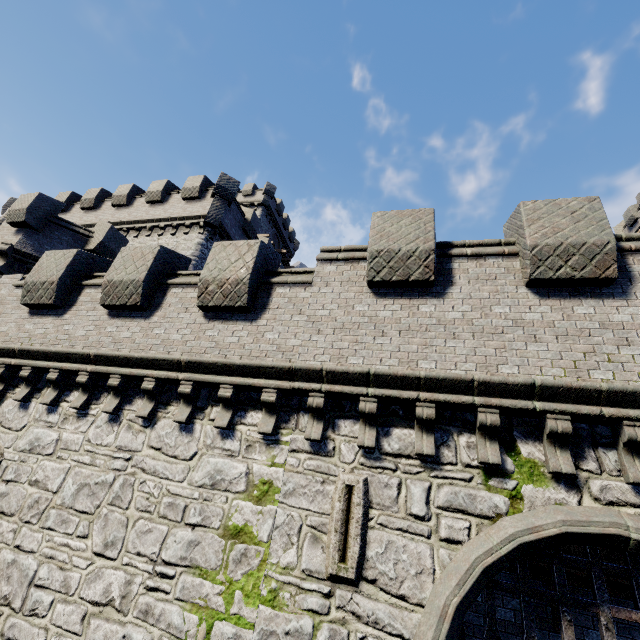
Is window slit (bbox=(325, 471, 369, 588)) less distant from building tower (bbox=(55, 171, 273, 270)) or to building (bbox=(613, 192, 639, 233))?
building tower (bbox=(55, 171, 273, 270))

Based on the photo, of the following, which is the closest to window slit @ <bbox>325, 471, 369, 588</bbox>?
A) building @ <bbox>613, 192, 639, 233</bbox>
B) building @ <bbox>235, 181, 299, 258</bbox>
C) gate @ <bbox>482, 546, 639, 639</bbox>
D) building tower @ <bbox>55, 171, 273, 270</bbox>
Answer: gate @ <bbox>482, 546, 639, 639</bbox>

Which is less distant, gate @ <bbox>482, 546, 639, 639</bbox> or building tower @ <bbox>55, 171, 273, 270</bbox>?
A: gate @ <bbox>482, 546, 639, 639</bbox>

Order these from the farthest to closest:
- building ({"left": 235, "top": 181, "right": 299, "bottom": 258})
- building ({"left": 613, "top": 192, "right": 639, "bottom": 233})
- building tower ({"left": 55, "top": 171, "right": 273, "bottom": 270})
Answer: building ({"left": 235, "top": 181, "right": 299, "bottom": 258}), building ({"left": 613, "top": 192, "right": 639, "bottom": 233}), building tower ({"left": 55, "top": 171, "right": 273, "bottom": 270})

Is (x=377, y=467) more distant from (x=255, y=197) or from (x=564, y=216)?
(x=255, y=197)

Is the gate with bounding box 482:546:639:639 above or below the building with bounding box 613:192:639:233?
below

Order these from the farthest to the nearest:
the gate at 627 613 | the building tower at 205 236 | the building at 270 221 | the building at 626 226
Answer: the building at 270 221, the building at 626 226, the building tower at 205 236, the gate at 627 613

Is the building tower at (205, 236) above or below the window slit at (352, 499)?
above
